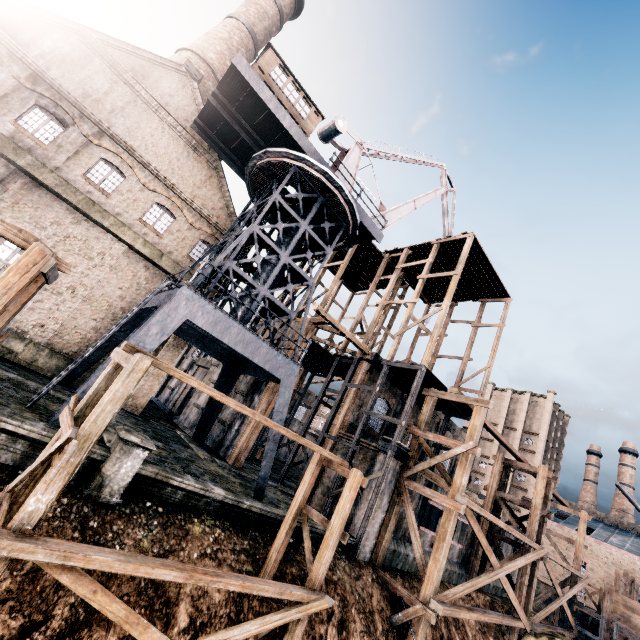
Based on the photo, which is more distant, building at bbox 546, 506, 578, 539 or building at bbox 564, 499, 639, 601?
building at bbox 546, 506, 578, 539

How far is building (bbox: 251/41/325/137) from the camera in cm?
1778

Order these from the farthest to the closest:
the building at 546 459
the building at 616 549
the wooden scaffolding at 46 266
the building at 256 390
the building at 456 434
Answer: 1. the building at 546 459
2. the building at 616 549
3. the building at 456 434
4. the building at 256 390
5. the wooden scaffolding at 46 266

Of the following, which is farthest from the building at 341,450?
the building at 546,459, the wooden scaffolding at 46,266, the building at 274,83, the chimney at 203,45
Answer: the building at 546,459

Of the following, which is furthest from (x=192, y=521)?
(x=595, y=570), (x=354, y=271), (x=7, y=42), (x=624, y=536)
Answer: (x=624, y=536)

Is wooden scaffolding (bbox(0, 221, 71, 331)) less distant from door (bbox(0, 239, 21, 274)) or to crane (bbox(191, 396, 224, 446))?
crane (bbox(191, 396, 224, 446))

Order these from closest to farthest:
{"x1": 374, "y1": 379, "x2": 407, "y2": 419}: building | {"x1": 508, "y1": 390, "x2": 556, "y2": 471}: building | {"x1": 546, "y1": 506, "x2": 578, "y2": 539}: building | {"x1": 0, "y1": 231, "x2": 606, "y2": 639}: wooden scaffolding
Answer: {"x1": 0, "y1": 231, "x2": 606, "y2": 639}: wooden scaffolding → {"x1": 374, "y1": 379, "x2": 407, "y2": 419}: building → {"x1": 546, "y1": 506, "x2": 578, "y2": 539}: building → {"x1": 508, "y1": 390, "x2": 556, "y2": 471}: building

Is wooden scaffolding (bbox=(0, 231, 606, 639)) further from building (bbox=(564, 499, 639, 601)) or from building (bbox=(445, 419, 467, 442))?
building (bbox=(564, 499, 639, 601))
